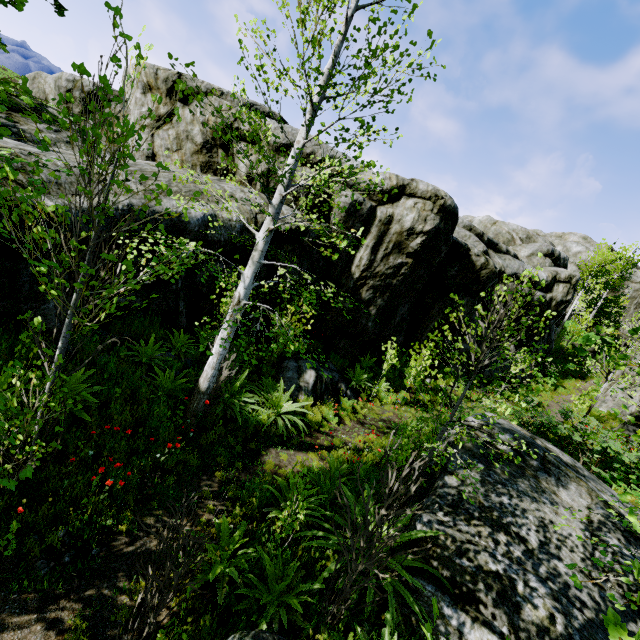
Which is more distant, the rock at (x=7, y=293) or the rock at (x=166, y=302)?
the rock at (x=166, y=302)

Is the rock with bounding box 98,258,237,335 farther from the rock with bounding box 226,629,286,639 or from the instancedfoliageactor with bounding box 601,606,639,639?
the rock with bounding box 226,629,286,639

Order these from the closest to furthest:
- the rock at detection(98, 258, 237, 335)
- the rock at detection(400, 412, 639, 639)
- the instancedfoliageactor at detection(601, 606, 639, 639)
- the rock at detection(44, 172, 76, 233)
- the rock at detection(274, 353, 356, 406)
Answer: the instancedfoliageactor at detection(601, 606, 639, 639)
the rock at detection(400, 412, 639, 639)
the rock at detection(44, 172, 76, 233)
the rock at detection(98, 258, 237, 335)
the rock at detection(274, 353, 356, 406)

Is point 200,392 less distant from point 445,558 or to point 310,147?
point 445,558

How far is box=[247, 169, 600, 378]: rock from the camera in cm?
1095

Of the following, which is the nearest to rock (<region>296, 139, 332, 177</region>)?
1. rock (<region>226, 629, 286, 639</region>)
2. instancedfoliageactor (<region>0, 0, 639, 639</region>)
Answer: instancedfoliageactor (<region>0, 0, 639, 639</region>)

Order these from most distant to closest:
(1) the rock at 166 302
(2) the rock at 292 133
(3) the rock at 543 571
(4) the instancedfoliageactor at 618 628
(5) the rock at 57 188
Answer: (2) the rock at 292 133 < (1) the rock at 166 302 < (5) the rock at 57 188 < (3) the rock at 543 571 < (4) the instancedfoliageactor at 618 628
